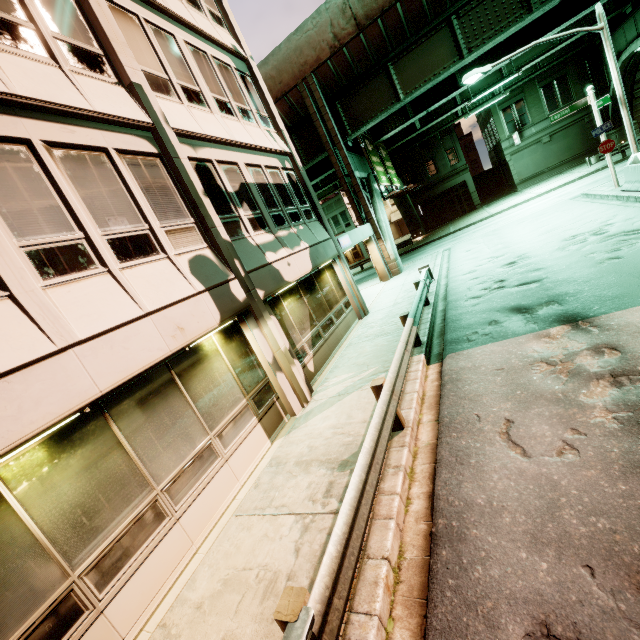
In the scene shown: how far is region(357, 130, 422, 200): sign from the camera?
21.9 meters

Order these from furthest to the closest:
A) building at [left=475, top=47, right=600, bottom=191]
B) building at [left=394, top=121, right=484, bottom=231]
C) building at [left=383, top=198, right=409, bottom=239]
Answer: building at [left=383, top=198, right=409, bottom=239]
building at [left=394, top=121, right=484, bottom=231]
building at [left=475, top=47, right=600, bottom=191]

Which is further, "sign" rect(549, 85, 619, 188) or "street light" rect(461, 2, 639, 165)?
"sign" rect(549, 85, 619, 188)

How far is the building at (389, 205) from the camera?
49.8 meters

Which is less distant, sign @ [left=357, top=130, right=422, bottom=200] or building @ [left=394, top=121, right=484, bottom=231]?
sign @ [left=357, top=130, right=422, bottom=200]

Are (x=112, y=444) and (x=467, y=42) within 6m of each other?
no

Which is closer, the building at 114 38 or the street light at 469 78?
the building at 114 38

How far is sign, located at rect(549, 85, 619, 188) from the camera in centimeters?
1438cm
